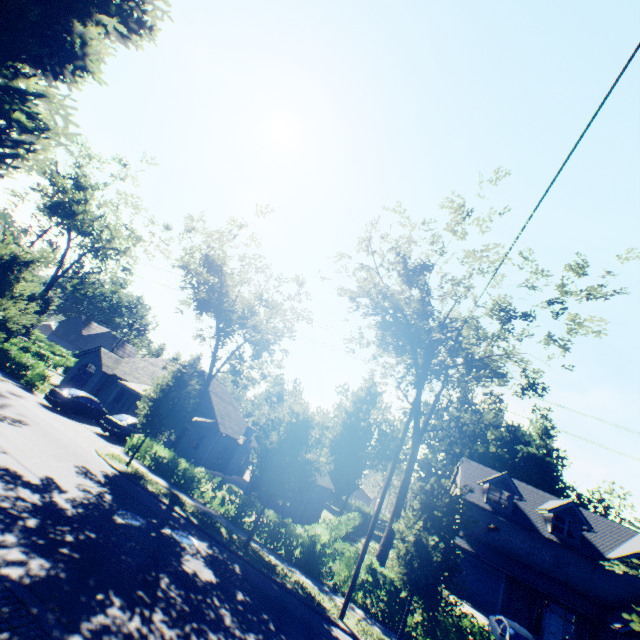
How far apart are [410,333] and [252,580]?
13.6 meters

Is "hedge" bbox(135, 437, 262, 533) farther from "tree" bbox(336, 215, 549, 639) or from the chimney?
the chimney

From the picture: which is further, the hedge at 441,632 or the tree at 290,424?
the tree at 290,424

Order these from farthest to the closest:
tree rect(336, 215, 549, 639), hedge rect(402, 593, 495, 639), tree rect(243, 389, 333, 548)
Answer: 1. tree rect(243, 389, 333, 548)
2. hedge rect(402, 593, 495, 639)
3. tree rect(336, 215, 549, 639)

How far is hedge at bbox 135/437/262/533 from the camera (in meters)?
17.44

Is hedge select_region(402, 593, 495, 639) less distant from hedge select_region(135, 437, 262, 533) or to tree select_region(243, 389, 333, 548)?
tree select_region(243, 389, 333, 548)

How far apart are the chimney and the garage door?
21.6m

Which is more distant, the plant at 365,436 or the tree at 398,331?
the plant at 365,436
